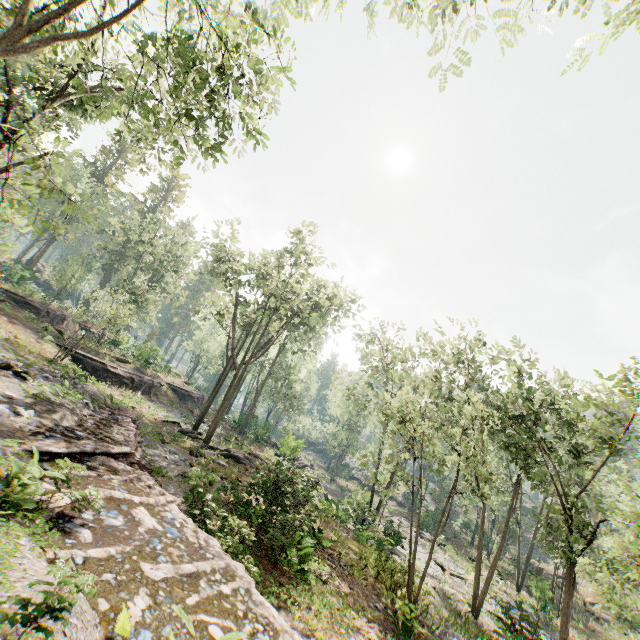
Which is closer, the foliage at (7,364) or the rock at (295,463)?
the foliage at (7,364)

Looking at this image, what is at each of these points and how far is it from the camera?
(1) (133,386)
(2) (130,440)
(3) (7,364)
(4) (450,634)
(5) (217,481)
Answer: (1) ground embankment, 31.8 meters
(2) ground embankment, 11.1 meters
(3) foliage, 11.3 meters
(4) foliage, 13.5 meters
(5) foliage, 10.3 meters

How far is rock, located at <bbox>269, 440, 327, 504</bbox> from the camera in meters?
14.6 m

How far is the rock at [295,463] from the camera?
14.6 meters

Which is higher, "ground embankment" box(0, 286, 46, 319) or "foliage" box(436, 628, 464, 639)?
"ground embankment" box(0, 286, 46, 319)

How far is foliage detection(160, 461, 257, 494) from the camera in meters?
10.1 m

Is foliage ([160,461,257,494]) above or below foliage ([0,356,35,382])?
below

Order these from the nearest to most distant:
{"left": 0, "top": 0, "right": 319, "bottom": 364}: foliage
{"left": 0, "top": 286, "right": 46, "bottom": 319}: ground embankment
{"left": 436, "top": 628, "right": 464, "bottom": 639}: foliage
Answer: {"left": 0, "top": 0, "right": 319, "bottom": 364}: foliage, {"left": 436, "top": 628, "right": 464, "bottom": 639}: foliage, {"left": 0, "top": 286, "right": 46, "bottom": 319}: ground embankment
